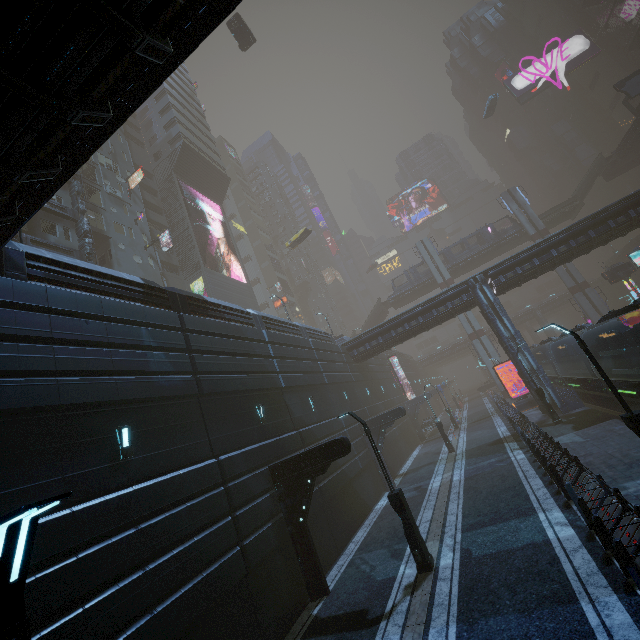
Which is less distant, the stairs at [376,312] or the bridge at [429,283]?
the bridge at [429,283]

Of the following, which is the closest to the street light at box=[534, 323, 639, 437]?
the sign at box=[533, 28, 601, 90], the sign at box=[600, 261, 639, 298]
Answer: the sign at box=[600, 261, 639, 298]

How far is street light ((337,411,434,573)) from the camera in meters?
10.6

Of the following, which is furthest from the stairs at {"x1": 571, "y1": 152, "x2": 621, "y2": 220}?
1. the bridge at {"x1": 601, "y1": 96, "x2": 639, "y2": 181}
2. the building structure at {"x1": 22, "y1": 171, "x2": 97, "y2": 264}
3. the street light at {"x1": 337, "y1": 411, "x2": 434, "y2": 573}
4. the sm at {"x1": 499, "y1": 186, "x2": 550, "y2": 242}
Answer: the building structure at {"x1": 22, "y1": 171, "x2": 97, "y2": 264}

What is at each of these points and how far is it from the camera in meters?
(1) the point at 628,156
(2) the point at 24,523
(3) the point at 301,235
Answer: (1) bridge, 44.4 m
(2) street light, 2.8 m
(3) taxi, 47.1 m

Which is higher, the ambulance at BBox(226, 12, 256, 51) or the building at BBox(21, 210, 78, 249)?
the ambulance at BBox(226, 12, 256, 51)

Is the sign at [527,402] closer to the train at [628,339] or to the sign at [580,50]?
the train at [628,339]

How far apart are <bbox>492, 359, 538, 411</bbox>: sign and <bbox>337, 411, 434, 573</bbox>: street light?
25.0m
